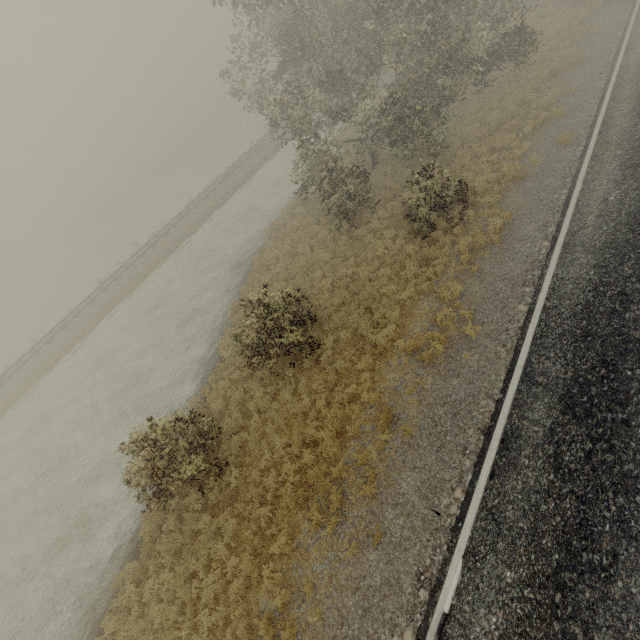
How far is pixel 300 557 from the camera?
8.3 meters
